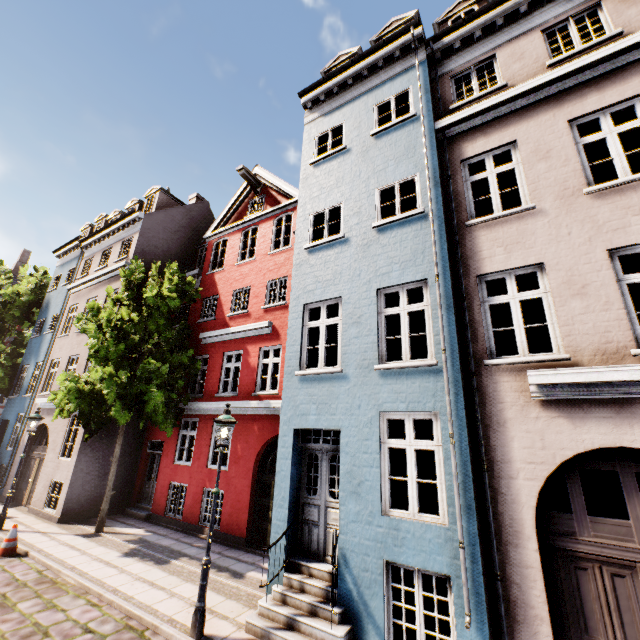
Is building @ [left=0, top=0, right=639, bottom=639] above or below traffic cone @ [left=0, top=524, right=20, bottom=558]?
above

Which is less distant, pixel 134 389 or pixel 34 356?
pixel 134 389

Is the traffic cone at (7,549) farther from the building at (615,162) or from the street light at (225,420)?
the street light at (225,420)

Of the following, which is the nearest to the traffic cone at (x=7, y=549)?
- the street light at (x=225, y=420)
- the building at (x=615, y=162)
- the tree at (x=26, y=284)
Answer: the building at (x=615, y=162)

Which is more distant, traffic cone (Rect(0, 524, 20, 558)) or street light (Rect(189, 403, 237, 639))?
traffic cone (Rect(0, 524, 20, 558))

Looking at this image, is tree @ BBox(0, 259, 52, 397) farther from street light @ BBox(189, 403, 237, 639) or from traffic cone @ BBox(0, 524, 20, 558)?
street light @ BBox(189, 403, 237, 639)

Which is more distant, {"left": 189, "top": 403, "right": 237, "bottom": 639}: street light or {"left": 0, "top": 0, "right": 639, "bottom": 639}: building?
{"left": 189, "top": 403, "right": 237, "bottom": 639}: street light

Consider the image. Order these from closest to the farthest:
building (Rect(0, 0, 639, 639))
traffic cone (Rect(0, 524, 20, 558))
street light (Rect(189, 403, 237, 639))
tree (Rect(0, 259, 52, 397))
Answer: building (Rect(0, 0, 639, 639)) < street light (Rect(189, 403, 237, 639)) < traffic cone (Rect(0, 524, 20, 558)) < tree (Rect(0, 259, 52, 397))
